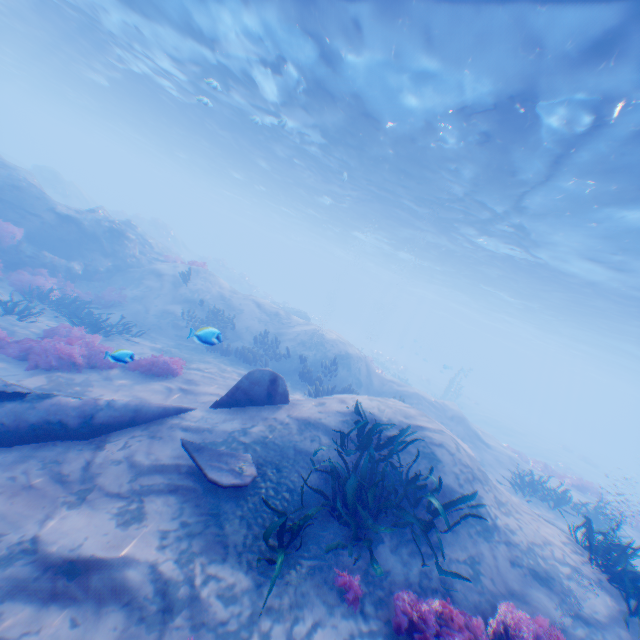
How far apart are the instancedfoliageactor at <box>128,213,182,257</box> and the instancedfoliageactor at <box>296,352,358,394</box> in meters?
30.7 m

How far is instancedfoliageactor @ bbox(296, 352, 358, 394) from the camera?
12.81m

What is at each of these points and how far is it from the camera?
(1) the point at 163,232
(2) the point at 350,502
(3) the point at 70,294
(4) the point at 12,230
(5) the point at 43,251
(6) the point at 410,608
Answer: (1) instancedfoliageactor, 36.8m
(2) instancedfoliageactor, 5.2m
(3) instancedfoliageactor, 13.9m
(4) instancedfoliageactor, 13.0m
(5) rock, 14.0m
(6) instancedfoliageactor, 4.1m

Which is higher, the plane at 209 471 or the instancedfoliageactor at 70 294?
the plane at 209 471

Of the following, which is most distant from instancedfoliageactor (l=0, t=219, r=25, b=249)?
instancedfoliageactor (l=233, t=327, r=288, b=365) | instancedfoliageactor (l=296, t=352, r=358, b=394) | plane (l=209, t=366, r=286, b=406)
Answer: instancedfoliageactor (l=296, t=352, r=358, b=394)

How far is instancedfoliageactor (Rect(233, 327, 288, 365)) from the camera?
14.5 meters

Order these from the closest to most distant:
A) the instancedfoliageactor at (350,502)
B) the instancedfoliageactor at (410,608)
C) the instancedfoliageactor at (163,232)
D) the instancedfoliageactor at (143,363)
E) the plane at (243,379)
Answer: the instancedfoliageactor at (410,608) < the instancedfoliageactor at (350,502) < the plane at (243,379) < the instancedfoliageactor at (143,363) < the instancedfoliageactor at (163,232)

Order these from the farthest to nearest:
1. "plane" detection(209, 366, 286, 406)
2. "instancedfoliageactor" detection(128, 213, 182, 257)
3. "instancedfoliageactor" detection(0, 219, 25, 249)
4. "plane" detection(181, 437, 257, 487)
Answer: "instancedfoliageactor" detection(128, 213, 182, 257), "instancedfoliageactor" detection(0, 219, 25, 249), "plane" detection(209, 366, 286, 406), "plane" detection(181, 437, 257, 487)
